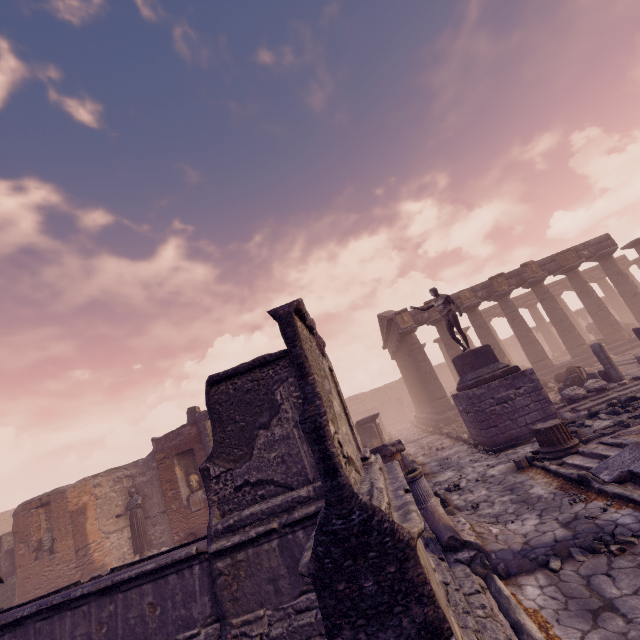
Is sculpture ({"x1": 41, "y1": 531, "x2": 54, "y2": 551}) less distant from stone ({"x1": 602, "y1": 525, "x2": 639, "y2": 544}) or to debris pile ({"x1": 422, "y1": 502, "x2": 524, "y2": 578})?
debris pile ({"x1": 422, "y1": 502, "x2": 524, "y2": 578})

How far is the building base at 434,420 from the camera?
18.97m

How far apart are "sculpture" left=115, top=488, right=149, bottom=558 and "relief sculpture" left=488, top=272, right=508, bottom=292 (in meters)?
22.65

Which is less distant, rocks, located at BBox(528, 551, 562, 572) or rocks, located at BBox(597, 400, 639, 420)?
rocks, located at BBox(528, 551, 562, 572)

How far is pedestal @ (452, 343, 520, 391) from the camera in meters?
11.0 m

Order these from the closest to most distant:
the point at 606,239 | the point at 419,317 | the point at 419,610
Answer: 1. the point at 419,610
2. the point at 606,239
3. the point at 419,317

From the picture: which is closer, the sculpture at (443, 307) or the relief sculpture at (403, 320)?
the sculpture at (443, 307)

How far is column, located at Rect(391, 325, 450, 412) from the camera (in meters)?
19.97
